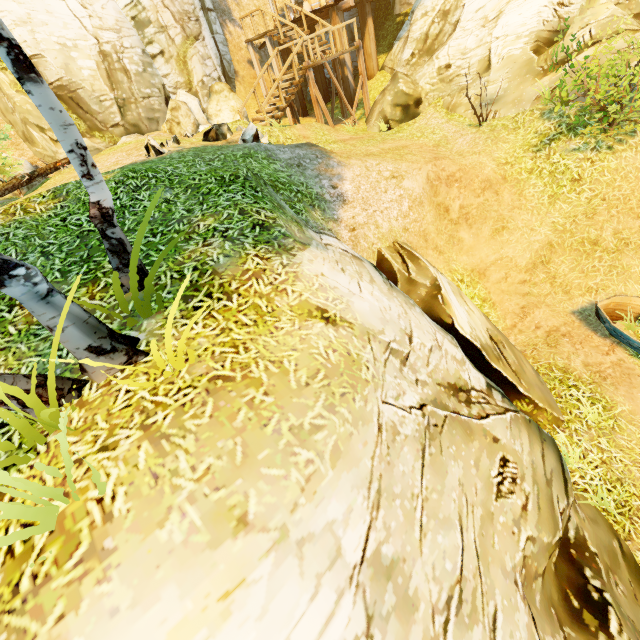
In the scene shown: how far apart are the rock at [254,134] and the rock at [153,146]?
3.6m

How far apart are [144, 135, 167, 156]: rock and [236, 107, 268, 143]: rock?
3.6 meters

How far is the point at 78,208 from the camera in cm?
534

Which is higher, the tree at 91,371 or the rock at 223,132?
the rock at 223,132

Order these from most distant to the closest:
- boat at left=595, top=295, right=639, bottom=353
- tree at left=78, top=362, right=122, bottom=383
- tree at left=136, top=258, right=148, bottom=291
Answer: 1. boat at left=595, top=295, right=639, bottom=353
2. tree at left=136, top=258, right=148, bottom=291
3. tree at left=78, top=362, right=122, bottom=383

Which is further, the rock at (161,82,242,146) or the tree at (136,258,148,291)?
the rock at (161,82,242,146)

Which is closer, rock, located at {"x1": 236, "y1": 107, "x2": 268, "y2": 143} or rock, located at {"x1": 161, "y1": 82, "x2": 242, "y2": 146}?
rock, located at {"x1": 236, "y1": 107, "x2": 268, "y2": 143}

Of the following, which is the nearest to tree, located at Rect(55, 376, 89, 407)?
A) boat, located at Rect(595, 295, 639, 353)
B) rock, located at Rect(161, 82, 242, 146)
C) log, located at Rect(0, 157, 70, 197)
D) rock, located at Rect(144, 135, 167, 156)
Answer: log, located at Rect(0, 157, 70, 197)
